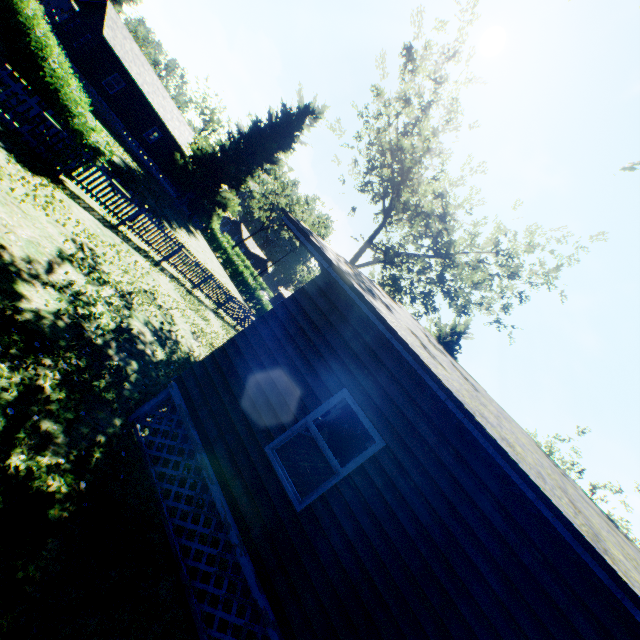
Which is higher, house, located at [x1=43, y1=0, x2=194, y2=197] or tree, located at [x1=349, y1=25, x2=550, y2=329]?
tree, located at [x1=349, y1=25, x2=550, y2=329]

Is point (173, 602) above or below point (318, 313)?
below

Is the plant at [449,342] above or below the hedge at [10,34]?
above

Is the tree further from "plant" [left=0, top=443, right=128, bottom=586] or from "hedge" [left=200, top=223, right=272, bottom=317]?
"hedge" [left=200, top=223, right=272, bottom=317]

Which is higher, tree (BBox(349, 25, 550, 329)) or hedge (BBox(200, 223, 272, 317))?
tree (BBox(349, 25, 550, 329))

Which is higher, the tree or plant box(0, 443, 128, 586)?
the tree

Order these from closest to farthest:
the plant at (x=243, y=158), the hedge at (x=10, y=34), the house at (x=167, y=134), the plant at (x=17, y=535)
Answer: the plant at (x=17, y=535)
the hedge at (x=10, y=34)
the house at (x=167, y=134)
the plant at (x=243, y=158)

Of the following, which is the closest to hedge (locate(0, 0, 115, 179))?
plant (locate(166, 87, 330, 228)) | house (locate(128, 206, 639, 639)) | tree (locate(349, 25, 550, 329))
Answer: plant (locate(166, 87, 330, 228))
